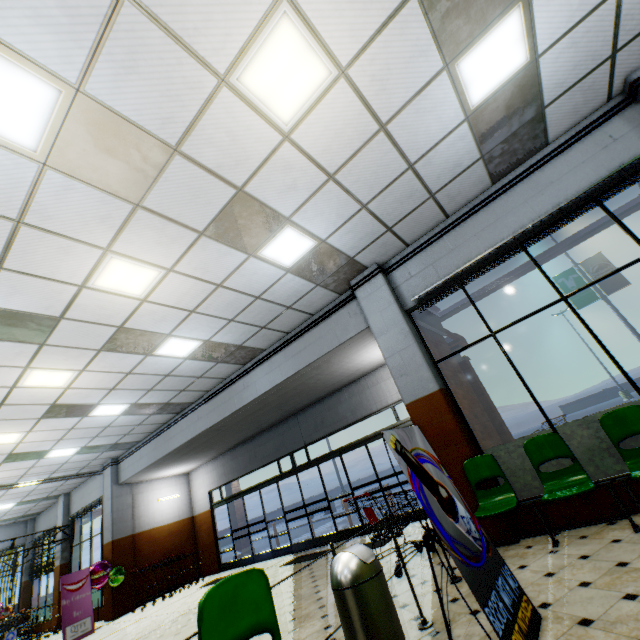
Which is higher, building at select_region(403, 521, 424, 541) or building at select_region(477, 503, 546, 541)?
building at select_region(477, 503, 546, 541)

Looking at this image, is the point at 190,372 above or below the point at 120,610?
above

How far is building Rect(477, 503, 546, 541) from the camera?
4.4 meters

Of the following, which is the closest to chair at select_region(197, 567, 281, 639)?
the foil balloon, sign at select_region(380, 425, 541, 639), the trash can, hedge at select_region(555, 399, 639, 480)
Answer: the trash can

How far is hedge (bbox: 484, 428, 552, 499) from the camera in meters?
4.7

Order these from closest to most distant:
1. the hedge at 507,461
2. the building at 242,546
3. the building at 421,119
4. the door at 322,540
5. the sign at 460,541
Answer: the sign at 460,541 → the building at 421,119 → the hedge at 507,461 → the door at 322,540 → the building at 242,546

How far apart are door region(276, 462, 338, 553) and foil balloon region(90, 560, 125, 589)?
5.6 meters

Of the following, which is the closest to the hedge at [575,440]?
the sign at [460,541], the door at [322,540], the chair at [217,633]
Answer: the sign at [460,541]
